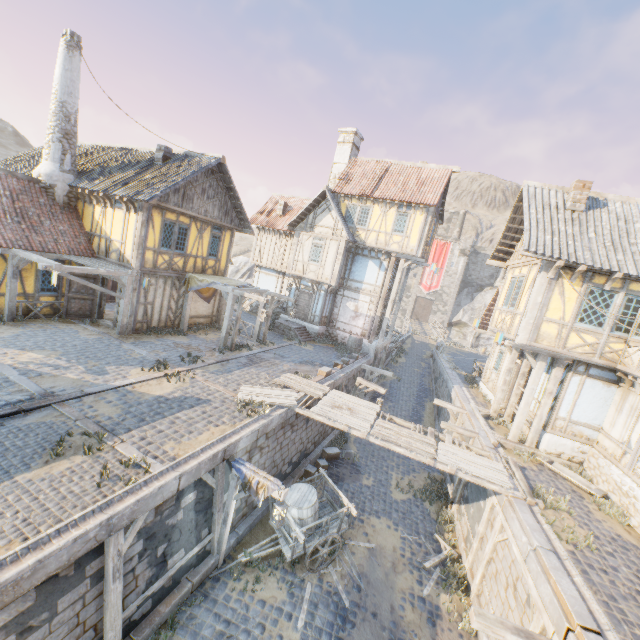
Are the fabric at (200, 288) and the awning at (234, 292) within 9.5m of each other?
yes

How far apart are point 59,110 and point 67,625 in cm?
1821

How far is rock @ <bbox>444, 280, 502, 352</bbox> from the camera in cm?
4959

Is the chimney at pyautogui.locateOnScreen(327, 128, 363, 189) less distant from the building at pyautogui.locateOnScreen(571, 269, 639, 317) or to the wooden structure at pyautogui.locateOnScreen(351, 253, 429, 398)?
the wooden structure at pyautogui.locateOnScreen(351, 253, 429, 398)

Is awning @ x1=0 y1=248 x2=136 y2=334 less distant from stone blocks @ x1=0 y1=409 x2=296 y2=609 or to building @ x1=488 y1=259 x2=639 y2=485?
stone blocks @ x1=0 y1=409 x2=296 y2=609

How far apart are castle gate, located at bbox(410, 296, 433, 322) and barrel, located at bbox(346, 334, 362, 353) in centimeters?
3513cm

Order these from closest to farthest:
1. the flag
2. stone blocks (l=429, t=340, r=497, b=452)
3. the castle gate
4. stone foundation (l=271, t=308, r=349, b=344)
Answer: stone blocks (l=429, t=340, r=497, b=452) → stone foundation (l=271, t=308, r=349, b=344) → the flag → the castle gate

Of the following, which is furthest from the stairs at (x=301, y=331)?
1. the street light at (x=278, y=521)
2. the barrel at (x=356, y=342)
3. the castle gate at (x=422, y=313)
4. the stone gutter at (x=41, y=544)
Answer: the castle gate at (x=422, y=313)
